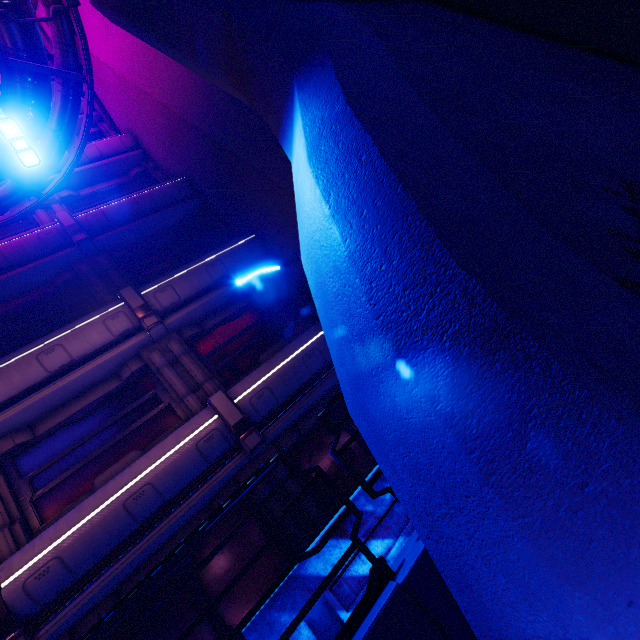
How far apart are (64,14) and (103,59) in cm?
434

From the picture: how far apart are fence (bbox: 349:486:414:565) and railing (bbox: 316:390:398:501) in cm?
50

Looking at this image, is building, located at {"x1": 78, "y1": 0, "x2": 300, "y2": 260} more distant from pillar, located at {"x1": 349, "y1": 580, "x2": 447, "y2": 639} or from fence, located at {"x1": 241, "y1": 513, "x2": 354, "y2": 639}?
pillar, located at {"x1": 349, "y1": 580, "x2": 447, "y2": 639}

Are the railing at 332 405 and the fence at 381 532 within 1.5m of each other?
yes

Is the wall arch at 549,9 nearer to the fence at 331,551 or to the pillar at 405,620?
the fence at 331,551

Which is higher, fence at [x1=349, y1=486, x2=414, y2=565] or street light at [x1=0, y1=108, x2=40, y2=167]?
street light at [x1=0, y1=108, x2=40, y2=167]

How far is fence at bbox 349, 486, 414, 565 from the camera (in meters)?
3.00

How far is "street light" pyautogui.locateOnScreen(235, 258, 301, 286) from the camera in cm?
821
